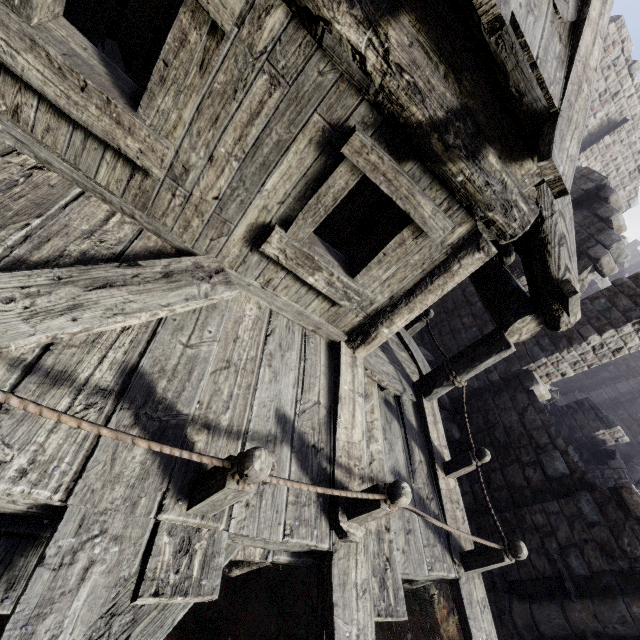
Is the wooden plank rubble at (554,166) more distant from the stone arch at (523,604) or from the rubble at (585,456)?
the rubble at (585,456)

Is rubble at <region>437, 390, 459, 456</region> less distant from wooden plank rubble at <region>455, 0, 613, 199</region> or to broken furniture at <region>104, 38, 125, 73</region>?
wooden plank rubble at <region>455, 0, 613, 199</region>

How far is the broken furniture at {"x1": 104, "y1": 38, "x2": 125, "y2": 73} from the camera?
6.8 meters

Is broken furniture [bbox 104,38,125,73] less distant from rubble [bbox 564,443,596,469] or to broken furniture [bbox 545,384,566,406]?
rubble [bbox 564,443,596,469]

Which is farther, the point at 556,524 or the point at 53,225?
the point at 556,524

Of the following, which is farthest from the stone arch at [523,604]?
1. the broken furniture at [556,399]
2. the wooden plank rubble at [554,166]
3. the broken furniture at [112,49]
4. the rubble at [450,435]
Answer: the broken furniture at [112,49]

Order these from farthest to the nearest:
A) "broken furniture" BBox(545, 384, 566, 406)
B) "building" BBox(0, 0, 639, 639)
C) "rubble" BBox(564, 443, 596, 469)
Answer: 1. "broken furniture" BBox(545, 384, 566, 406)
2. "rubble" BBox(564, 443, 596, 469)
3. "building" BBox(0, 0, 639, 639)

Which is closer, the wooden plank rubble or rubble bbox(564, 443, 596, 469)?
the wooden plank rubble
